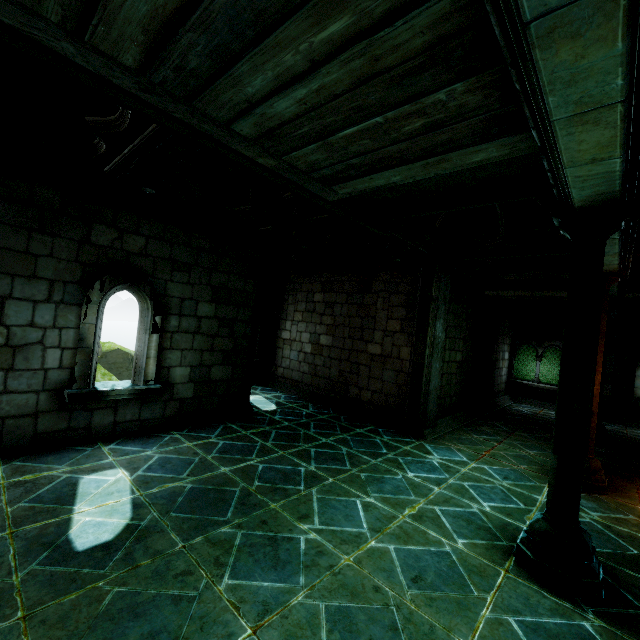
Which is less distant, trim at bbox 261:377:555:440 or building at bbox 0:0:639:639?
building at bbox 0:0:639:639

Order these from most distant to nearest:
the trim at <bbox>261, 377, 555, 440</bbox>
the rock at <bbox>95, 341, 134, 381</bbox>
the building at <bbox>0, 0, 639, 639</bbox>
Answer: the rock at <bbox>95, 341, 134, 381</bbox>, the trim at <bbox>261, 377, 555, 440</bbox>, the building at <bbox>0, 0, 639, 639</bbox>

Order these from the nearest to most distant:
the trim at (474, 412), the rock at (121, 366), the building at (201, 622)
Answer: the building at (201, 622)
the trim at (474, 412)
the rock at (121, 366)

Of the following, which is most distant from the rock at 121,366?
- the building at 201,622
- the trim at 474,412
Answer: the trim at 474,412

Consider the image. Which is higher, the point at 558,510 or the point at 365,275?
the point at 365,275

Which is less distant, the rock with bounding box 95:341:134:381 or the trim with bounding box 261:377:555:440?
the trim with bounding box 261:377:555:440

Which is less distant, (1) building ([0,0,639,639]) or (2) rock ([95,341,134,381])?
(1) building ([0,0,639,639])

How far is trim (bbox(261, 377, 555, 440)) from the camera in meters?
8.3
